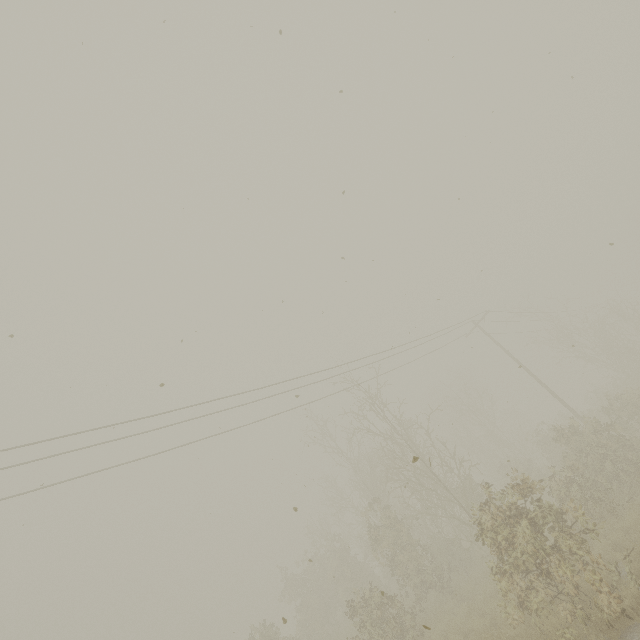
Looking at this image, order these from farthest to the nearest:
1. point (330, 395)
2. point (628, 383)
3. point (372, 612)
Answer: point (628, 383)
point (330, 395)
point (372, 612)
